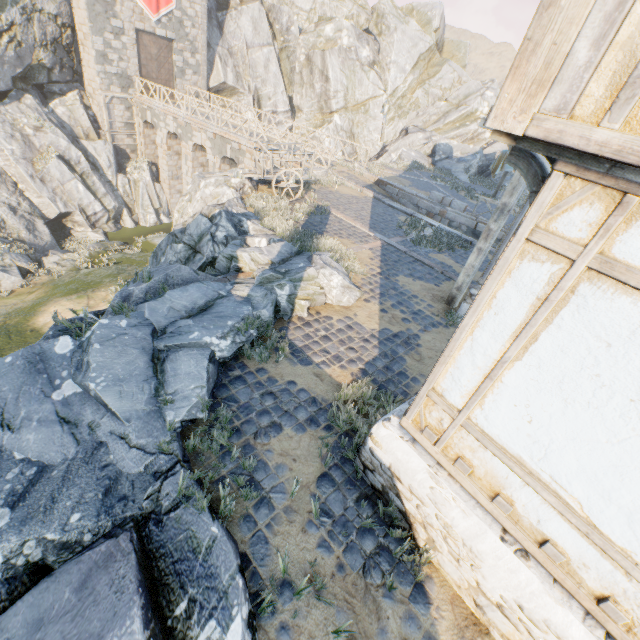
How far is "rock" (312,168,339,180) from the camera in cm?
1591

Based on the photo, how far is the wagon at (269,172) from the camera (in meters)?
11.59

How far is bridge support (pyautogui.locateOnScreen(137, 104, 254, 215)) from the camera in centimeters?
2123cm

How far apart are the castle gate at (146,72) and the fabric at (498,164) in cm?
2532

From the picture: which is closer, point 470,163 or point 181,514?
point 181,514

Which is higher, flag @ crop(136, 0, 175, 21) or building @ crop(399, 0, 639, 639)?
flag @ crop(136, 0, 175, 21)

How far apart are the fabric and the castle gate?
25.3m

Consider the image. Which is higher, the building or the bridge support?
the building
